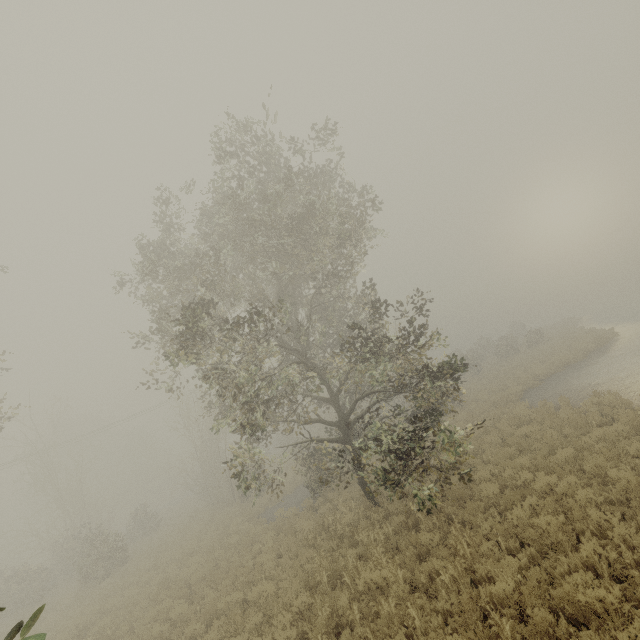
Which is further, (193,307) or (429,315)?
(429,315)
